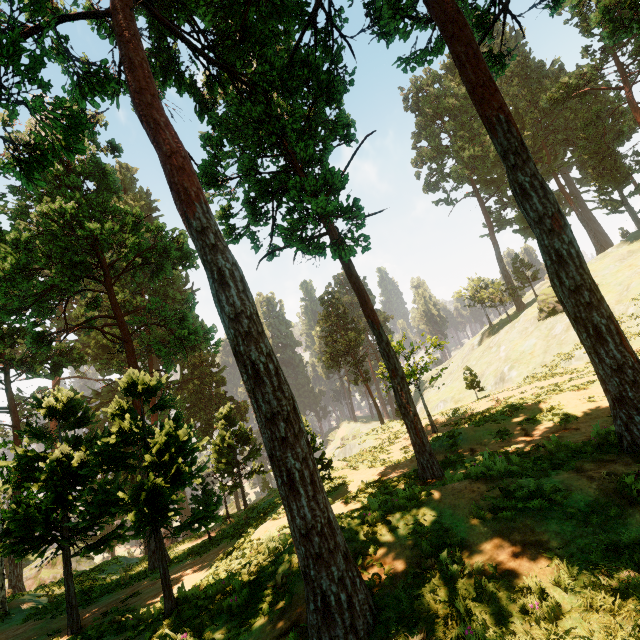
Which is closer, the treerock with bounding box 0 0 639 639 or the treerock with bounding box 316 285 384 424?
the treerock with bounding box 0 0 639 639

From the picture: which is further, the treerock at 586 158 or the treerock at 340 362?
the treerock at 340 362

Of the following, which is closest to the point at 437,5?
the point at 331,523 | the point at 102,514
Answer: the point at 331,523

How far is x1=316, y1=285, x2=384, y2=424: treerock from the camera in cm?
4619

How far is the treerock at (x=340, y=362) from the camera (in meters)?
46.19
